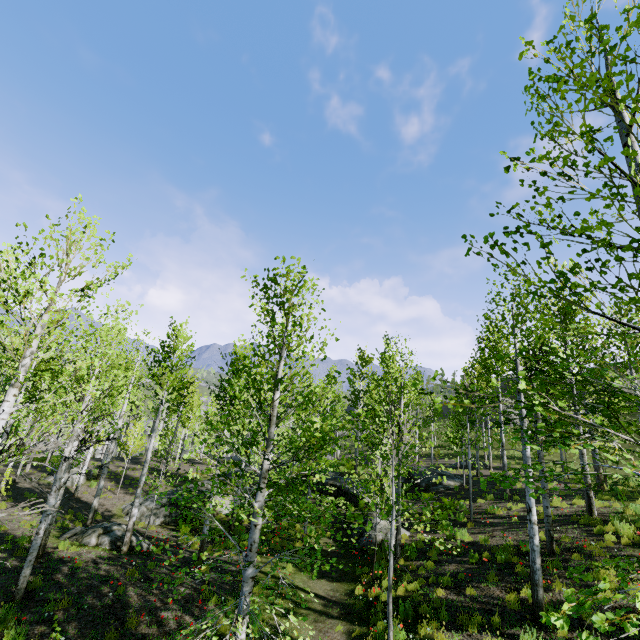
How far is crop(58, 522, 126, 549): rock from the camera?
12.6m

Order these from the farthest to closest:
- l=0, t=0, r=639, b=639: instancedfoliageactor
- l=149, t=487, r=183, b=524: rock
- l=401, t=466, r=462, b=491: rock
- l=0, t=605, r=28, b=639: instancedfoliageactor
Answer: l=401, t=466, r=462, b=491: rock < l=149, t=487, r=183, b=524: rock < l=0, t=605, r=28, b=639: instancedfoliageactor < l=0, t=0, r=639, b=639: instancedfoliageactor

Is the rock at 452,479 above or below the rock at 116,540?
above

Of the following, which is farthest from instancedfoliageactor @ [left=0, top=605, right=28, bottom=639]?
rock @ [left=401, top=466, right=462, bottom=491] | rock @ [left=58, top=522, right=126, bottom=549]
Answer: rock @ [left=58, top=522, right=126, bottom=549]

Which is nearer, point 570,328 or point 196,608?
point 570,328

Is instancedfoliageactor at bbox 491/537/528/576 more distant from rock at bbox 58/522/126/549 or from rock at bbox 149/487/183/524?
rock at bbox 58/522/126/549

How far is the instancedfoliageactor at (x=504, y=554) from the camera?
9.52m
